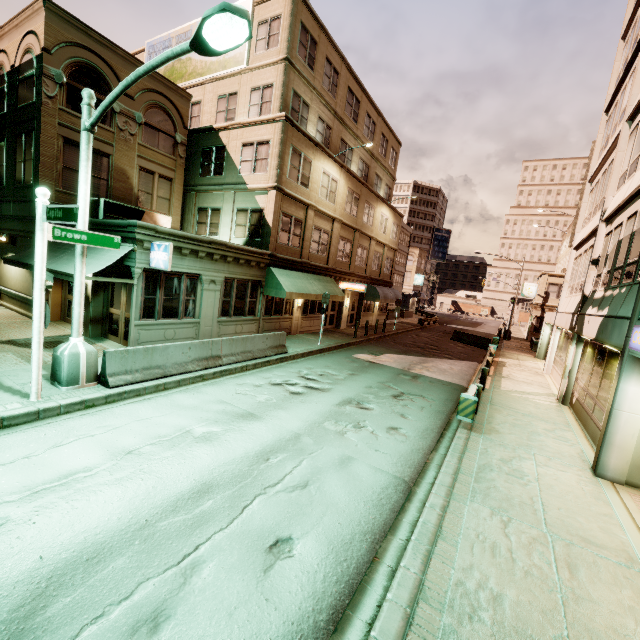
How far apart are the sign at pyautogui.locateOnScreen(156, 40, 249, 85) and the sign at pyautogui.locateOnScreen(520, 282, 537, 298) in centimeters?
3850cm

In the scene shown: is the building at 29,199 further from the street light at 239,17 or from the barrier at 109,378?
the street light at 239,17

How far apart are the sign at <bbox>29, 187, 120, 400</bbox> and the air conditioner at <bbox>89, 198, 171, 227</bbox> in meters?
7.4 m

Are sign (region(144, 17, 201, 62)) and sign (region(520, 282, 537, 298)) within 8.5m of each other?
no

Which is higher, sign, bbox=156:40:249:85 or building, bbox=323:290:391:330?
sign, bbox=156:40:249:85

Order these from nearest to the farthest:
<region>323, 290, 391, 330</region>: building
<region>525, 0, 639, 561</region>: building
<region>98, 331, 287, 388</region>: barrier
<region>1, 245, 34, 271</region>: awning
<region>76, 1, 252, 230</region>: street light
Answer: <region>76, 1, 252, 230</region>: street light → <region>525, 0, 639, 561</region>: building → <region>98, 331, 287, 388</region>: barrier → <region>1, 245, 34, 271</region>: awning → <region>323, 290, 391, 330</region>: building

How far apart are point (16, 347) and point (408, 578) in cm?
1348

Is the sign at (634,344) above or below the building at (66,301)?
above
